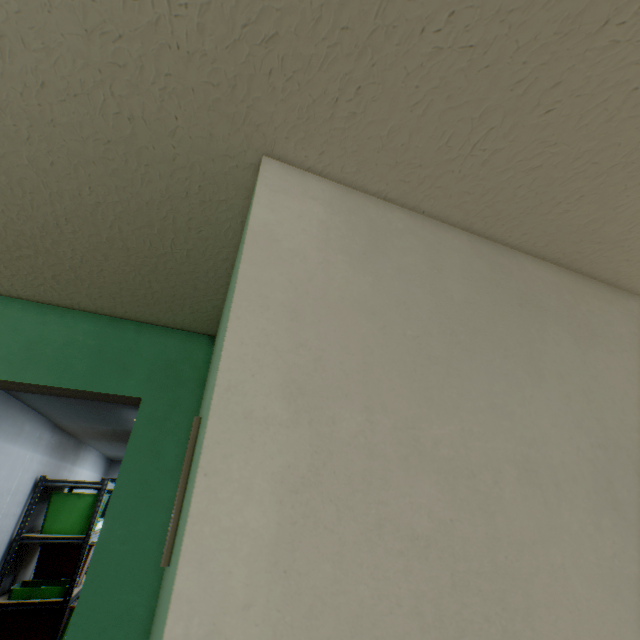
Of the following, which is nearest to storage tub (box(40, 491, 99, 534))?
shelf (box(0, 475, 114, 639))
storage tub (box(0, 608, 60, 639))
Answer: shelf (box(0, 475, 114, 639))

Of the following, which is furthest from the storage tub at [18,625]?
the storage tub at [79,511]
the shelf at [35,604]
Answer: the storage tub at [79,511]

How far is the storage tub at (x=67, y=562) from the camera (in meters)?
2.82

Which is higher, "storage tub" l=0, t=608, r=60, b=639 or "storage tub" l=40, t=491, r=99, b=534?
"storage tub" l=40, t=491, r=99, b=534

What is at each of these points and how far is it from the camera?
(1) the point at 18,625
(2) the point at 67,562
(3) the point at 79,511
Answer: (1) storage tub, 2.8m
(2) storage tub, 3.3m
(3) storage tub, 3.2m

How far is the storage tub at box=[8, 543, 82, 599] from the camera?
2.8 meters

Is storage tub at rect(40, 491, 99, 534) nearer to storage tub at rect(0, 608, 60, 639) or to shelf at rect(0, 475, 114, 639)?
shelf at rect(0, 475, 114, 639)
